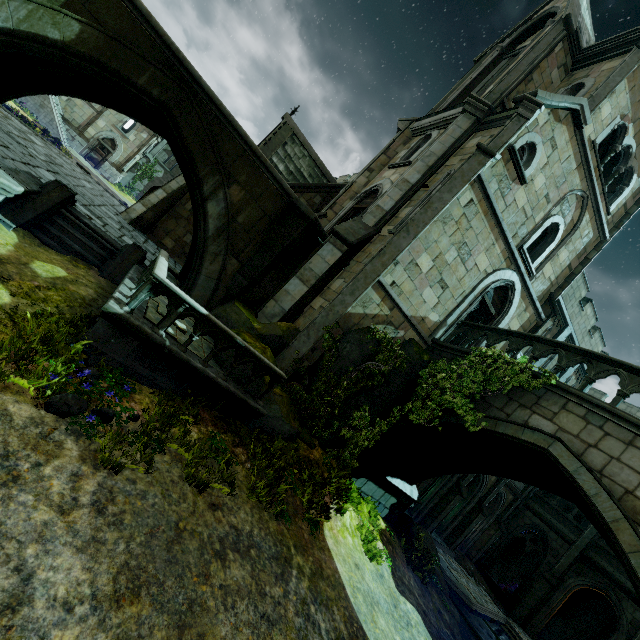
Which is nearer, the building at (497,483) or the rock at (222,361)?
the rock at (222,361)

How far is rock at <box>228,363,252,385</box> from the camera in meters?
7.7

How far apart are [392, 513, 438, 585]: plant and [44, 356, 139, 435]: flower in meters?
10.7 m

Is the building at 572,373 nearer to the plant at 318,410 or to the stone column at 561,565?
the plant at 318,410

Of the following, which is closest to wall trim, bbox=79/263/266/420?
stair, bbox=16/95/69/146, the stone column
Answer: the stone column

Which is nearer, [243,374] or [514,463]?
[243,374]

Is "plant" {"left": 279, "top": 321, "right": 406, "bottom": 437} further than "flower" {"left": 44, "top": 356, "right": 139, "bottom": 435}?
Yes

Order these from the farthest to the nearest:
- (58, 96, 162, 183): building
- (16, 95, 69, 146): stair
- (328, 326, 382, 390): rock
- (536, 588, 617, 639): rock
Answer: (58, 96, 162, 183): building → (16, 95, 69, 146): stair → (536, 588, 617, 639): rock → (328, 326, 382, 390): rock
